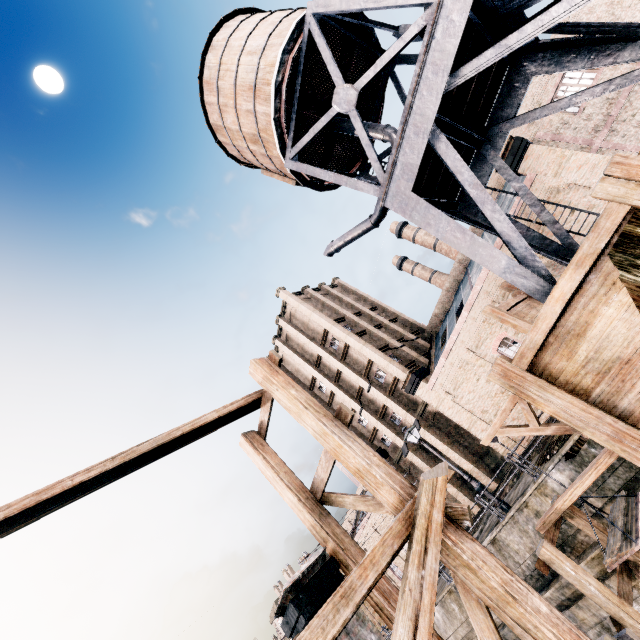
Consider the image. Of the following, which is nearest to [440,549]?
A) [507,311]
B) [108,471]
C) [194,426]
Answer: [194,426]

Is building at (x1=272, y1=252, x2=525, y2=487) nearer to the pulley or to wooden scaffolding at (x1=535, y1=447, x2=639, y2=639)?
wooden scaffolding at (x1=535, y1=447, x2=639, y2=639)

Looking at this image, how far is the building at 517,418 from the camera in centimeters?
2352cm

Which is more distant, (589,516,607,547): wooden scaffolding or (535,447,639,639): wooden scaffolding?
(589,516,607,547): wooden scaffolding

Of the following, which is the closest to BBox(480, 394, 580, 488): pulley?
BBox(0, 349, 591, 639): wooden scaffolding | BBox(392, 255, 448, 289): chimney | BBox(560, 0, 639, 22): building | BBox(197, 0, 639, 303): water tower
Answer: BBox(197, 0, 639, 303): water tower

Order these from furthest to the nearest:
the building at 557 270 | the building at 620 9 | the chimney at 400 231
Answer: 1. the chimney at 400 231
2. the building at 620 9
3. the building at 557 270

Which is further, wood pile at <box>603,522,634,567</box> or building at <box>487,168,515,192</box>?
building at <box>487,168,515,192</box>

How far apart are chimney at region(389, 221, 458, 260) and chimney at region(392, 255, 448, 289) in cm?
262
